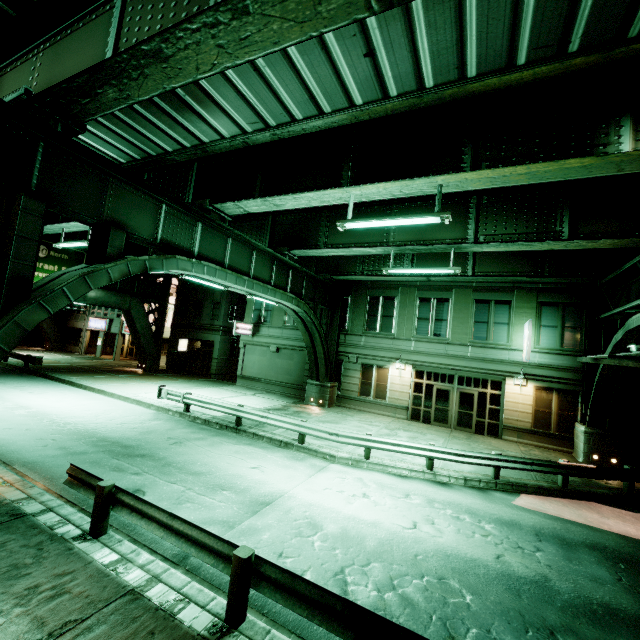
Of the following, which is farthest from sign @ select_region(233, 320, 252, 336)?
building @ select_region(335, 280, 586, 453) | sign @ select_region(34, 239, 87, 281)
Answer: sign @ select_region(34, 239, 87, 281)

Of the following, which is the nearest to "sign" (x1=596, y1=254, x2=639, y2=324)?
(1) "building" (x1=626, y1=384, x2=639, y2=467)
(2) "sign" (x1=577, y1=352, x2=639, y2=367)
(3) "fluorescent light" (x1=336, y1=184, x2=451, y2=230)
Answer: (2) "sign" (x1=577, y1=352, x2=639, y2=367)

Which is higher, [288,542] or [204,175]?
[204,175]

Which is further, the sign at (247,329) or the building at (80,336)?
the building at (80,336)

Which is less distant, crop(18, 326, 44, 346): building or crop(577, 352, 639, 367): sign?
crop(577, 352, 639, 367): sign

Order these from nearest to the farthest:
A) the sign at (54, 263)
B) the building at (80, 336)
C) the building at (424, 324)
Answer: the building at (424, 324) → the sign at (54, 263) → the building at (80, 336)

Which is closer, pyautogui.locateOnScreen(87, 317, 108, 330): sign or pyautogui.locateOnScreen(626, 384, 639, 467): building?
pyautogui.locateOnScreen(626, 384, 639, 467): building

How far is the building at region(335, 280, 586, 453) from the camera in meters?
18.1
